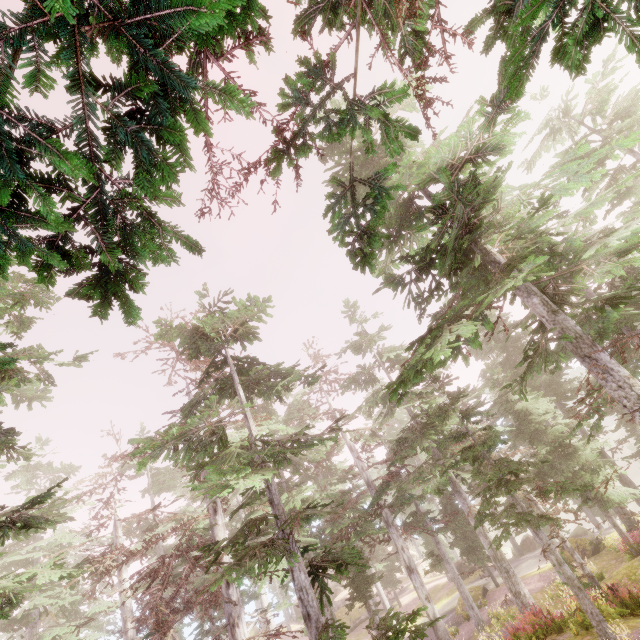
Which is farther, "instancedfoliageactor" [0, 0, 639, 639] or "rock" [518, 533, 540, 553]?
"rock" [518, 533, 540, 553]

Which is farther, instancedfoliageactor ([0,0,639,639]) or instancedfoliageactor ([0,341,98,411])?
instancedfoliageactor ([0,341,98,411])

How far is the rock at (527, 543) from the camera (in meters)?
32.53

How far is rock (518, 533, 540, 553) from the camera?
32.5 meters

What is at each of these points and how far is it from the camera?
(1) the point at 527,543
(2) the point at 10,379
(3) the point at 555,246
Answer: (1) rock, 33.22m
(2) instancedfoliageactor, 7.05m
(3) instancedfoliageactor, 17.86m

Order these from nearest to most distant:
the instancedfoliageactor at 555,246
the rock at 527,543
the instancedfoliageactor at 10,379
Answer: the instancedfoliageactor at 555,246, the instancedfoliageactor at 10,379, the rock at 527,543

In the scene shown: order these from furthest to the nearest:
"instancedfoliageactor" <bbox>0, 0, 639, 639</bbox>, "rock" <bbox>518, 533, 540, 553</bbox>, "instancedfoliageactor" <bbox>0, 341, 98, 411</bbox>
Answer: "rock" <bbox>518, 533, 540, 553</bbox> → "instancedfoliageactor" <bbox>0, 341, 98, 411</bbox> → "instancedfoliageactor" <bbox>0, 0, 639, 639</bbox>
